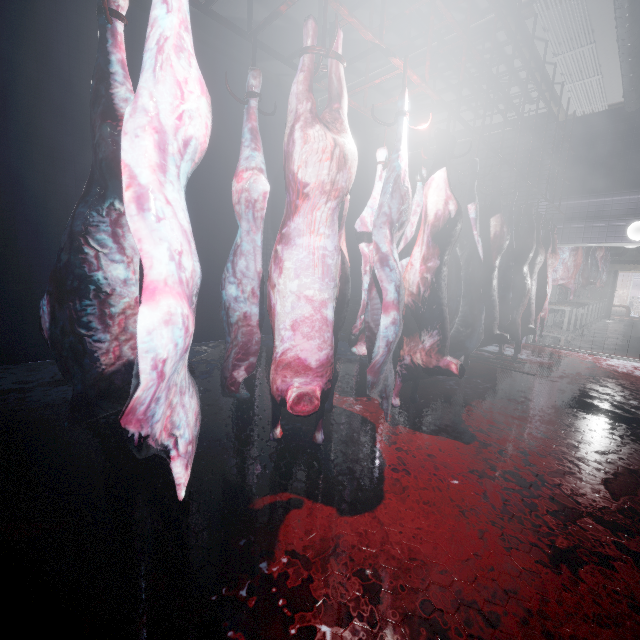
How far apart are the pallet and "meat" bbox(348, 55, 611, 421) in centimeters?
178cm

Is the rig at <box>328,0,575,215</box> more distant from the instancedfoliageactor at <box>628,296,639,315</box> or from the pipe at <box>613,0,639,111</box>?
the instancedfoliageactor at <box>628,296,639,315</box>

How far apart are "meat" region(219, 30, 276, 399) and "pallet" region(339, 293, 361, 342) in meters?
3.3 m

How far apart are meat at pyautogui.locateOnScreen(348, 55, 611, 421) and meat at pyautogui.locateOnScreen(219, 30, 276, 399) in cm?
170

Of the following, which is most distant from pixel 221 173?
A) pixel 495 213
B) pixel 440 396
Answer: pixel 440 396

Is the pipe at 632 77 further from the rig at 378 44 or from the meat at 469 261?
the meat at 469 261

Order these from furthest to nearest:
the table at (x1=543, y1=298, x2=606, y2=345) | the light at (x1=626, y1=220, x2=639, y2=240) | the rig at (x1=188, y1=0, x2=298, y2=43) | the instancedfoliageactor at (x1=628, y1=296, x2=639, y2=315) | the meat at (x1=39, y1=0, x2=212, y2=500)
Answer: the instancedfoliageactor at (x1=628, y1=296, x2=639, y2=315) < the table at (x1=543, y1=298, x2=606, y2=345) < the light at (x1=626, y1=220, x2=639, y2=240) < the rig at (x1=188, y1=0, x2=298, y2=43) < the meat at (x1=39, y1=0, x2=212, y2=500)

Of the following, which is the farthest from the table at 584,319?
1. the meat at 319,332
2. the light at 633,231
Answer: the meat at 319,332
